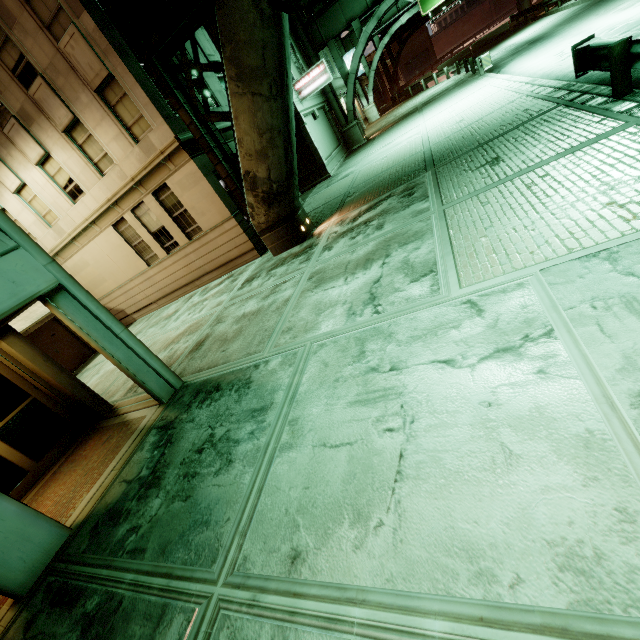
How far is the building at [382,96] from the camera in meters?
50.9 m

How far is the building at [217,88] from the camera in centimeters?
1348cm

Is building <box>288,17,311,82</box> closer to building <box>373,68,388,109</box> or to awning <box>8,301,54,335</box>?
awning <box>8,301,54,335</box>

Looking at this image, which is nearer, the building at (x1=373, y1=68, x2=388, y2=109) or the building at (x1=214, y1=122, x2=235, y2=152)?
the building at (x1=214, y1=122, x2=235, y2=152)

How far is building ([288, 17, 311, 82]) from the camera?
20.6m

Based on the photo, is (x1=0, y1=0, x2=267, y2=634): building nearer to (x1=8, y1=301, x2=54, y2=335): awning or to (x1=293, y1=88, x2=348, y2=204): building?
(x1=8, y1=301, x2=54, y2=335): awning

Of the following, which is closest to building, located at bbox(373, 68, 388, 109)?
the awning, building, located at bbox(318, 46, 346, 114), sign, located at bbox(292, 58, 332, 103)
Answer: building, located at bbox(318, 46, 346, 114)

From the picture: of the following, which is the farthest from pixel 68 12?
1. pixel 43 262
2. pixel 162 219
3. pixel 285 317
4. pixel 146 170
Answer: pixel 285 317
